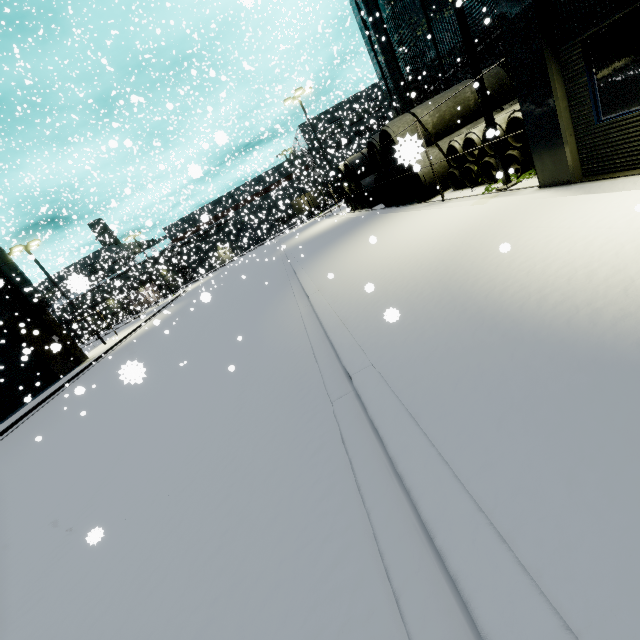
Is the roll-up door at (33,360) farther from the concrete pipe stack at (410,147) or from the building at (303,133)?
the concrete pipe stack at (410,147)

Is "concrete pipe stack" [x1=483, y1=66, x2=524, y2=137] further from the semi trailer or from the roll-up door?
the semi trailer

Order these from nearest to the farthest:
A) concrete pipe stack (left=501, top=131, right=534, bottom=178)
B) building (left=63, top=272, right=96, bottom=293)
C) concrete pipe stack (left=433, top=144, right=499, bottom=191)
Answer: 1. building (left=63, top=272, right=96, bottom=293)
2. concrete pipe stack (left=501, top=131, right=534, bottom=178)
3. concrete pipe stack (left=433, top=144, right=499, bottom=191)

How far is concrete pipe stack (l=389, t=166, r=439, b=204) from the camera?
13.6 meters

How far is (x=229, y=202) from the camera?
44.72m

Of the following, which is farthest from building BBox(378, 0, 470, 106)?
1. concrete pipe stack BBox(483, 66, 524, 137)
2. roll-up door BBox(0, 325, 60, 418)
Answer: concrete pipe stack BBox(483, 66, 524, 137)

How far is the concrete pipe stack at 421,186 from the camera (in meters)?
13.56

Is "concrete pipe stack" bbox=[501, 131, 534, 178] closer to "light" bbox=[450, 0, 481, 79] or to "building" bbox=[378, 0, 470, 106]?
"building" bbox=[378, 0, 470, 106]
